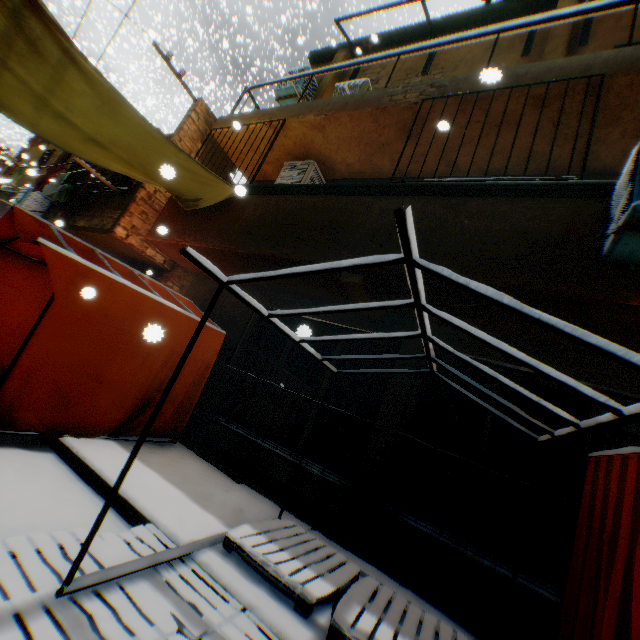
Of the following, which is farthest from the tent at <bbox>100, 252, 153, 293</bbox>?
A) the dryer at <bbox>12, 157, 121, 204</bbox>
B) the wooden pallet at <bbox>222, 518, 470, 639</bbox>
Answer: the dryer at <bbox>12, 157, 121, 204</bbox>

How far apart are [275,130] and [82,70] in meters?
3.4 m

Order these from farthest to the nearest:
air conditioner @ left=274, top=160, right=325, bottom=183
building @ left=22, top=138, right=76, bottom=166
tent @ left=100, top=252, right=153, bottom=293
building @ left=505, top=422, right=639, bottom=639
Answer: building @ left=22, top=138, right=76, bottom=166, air conditioner @ left=274, top=160, right=325, bottom=183, tent @ left=100, top=252, right=153, bottom=293, building @ left=505, top=422, right=639, bottom=639

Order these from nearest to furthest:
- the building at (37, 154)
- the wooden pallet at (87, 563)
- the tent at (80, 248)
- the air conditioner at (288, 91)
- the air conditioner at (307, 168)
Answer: the wooden pallet at (87, 563), the tent at (80, 248), the air conditioner at (307, 168), the air conditioner at (288, 91), the building at (37, 154)

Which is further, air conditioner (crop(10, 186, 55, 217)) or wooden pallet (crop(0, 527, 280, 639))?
air conditioner (crop(10, 186, 55, 217))

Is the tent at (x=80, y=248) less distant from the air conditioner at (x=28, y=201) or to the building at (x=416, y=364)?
the building at (x=416, y=364)

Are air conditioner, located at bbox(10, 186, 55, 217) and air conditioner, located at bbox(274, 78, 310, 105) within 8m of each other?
no

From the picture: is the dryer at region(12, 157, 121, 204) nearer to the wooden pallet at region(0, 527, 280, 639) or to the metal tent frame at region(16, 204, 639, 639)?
the metal tent frame at region(16, 204, 639, 639)
